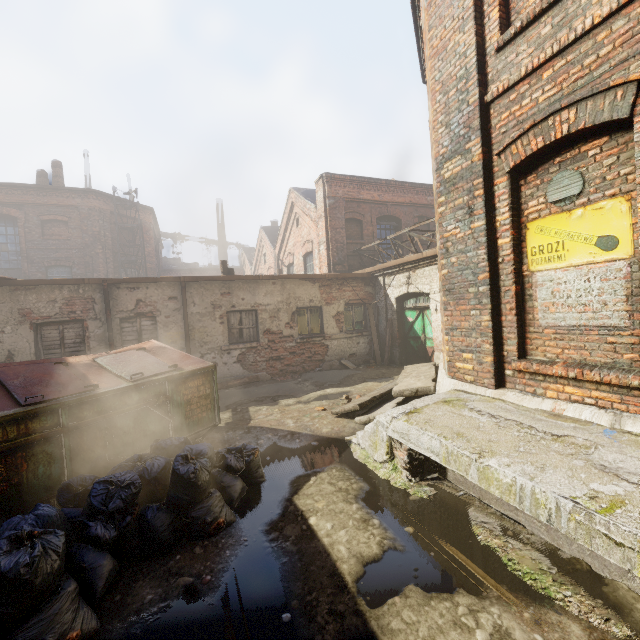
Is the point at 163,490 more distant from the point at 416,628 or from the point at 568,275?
the point at 568,275

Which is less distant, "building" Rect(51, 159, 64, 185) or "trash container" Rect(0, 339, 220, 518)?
"trash container" Rect(0, 339, 220, 518)

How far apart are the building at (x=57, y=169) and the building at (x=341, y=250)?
17.1 meters

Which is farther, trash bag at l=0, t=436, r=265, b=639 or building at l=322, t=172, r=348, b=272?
building at l=322, t=172, r=348, b=272

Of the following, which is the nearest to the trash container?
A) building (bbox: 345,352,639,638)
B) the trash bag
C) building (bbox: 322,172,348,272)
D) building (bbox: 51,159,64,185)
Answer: the trash bag

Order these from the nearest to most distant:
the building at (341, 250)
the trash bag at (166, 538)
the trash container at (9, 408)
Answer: the trash bag at (166, 538)
the trash container at (9, 408)
the building at (341, 250)

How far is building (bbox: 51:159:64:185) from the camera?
19.6m

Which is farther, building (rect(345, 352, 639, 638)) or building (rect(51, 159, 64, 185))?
building (rect(51, 159, 64, 185))
